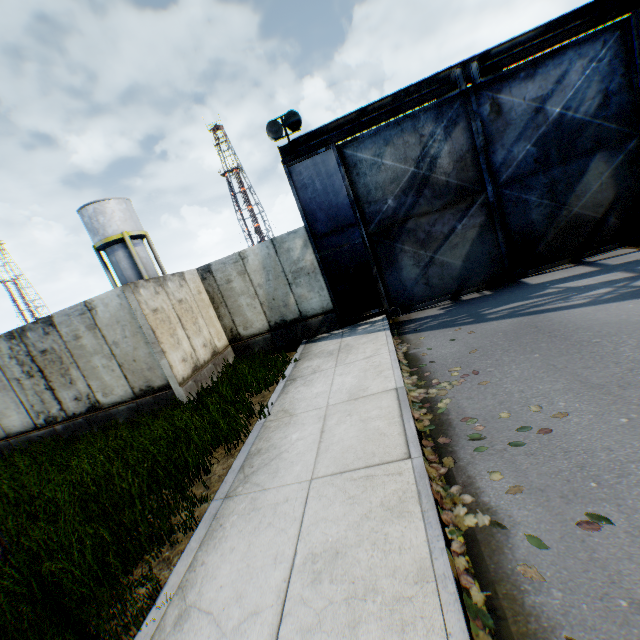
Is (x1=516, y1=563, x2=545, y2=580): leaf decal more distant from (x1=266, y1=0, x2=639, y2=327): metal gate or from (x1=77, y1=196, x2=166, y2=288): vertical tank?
(x1=77, y1=196, x2=166, y2=288): vertical tank

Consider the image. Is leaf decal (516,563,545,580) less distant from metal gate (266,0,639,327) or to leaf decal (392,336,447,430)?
leaf decal (392,336,447,430)

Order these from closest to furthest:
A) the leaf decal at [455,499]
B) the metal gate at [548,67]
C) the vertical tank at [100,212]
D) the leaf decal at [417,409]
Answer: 1. the leaf decal at [455,499]
2. the leaf decal at [417,409]
3. the metal gate at [548,67]
4. the vertical tank at [100,212]

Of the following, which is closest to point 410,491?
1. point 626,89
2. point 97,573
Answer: point 97,573

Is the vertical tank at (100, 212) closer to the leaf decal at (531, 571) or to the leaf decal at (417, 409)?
the leaf decal at (417, 409)

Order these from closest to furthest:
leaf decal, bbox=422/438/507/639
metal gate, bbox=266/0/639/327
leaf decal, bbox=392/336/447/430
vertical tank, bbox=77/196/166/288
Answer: leaf decal, bbox=422/438/507/639
leaf decal, bbox=392/336/447/430
metal gate, bbox=266/0/639/327
vertical tank, bbox=77/196/166/288

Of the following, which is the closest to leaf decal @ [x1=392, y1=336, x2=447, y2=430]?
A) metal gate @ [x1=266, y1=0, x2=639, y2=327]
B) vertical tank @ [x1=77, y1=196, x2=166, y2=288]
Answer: metal gate @ [x1=266, y1=0, x2=639, y2=327]
